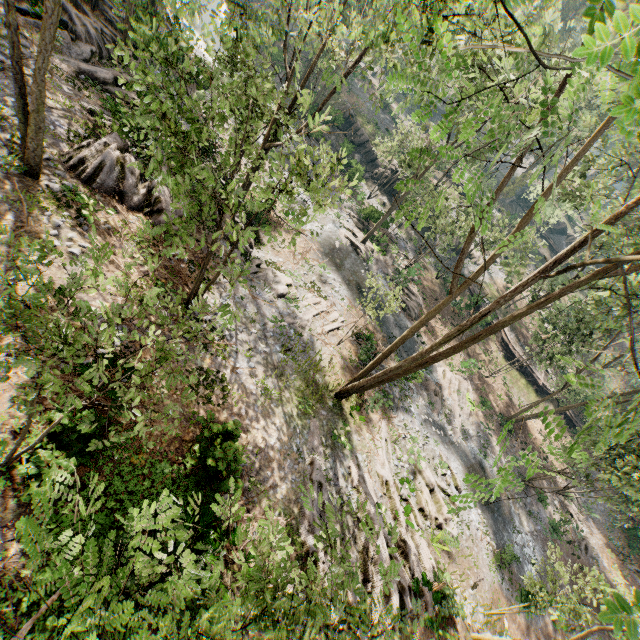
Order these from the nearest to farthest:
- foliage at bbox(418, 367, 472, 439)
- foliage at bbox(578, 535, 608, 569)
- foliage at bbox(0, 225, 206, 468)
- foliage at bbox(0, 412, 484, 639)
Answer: foliage at bbox(0, 412, 484, 639)
foliage at bbox(0, 225, 206, 468)
foliage at bbox(418, 367, 472, 439)
foliage at bbox(578, 535, 608, 569)

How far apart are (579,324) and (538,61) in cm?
2975

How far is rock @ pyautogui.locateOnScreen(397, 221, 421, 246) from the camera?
39.5m

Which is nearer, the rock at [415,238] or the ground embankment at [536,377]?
the ground embankment at [536,377]

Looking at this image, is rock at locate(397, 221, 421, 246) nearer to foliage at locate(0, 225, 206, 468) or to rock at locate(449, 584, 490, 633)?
foliage at locate(0, 225, 206, 468)

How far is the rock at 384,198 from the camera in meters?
40.2

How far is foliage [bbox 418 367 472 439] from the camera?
25.0 meters

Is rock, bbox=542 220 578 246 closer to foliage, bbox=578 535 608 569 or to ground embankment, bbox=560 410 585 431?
foliage, bbox=578 535 608 569
